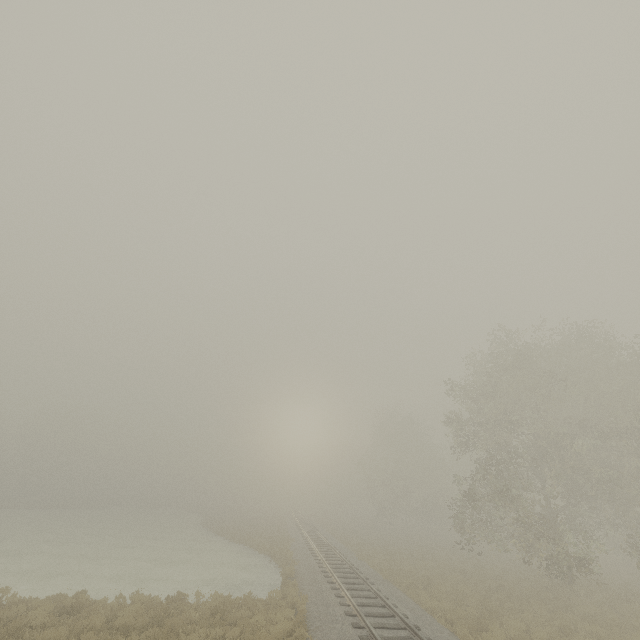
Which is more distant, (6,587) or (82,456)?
(82,456)
